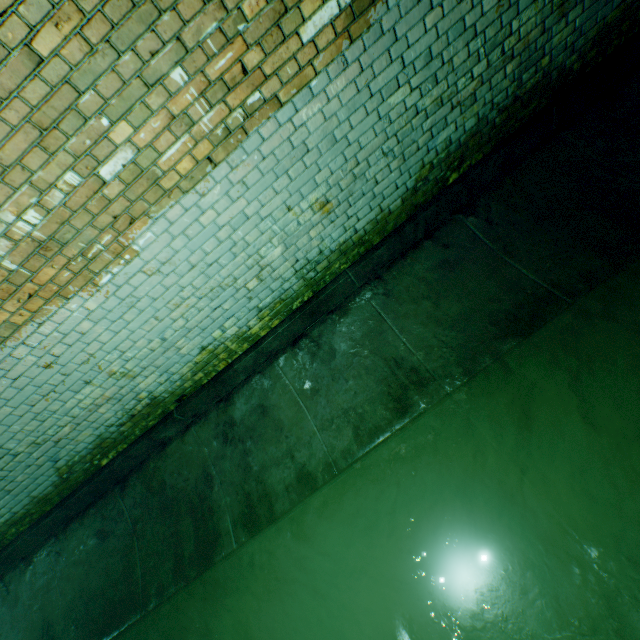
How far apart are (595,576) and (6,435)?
4.8 meters
